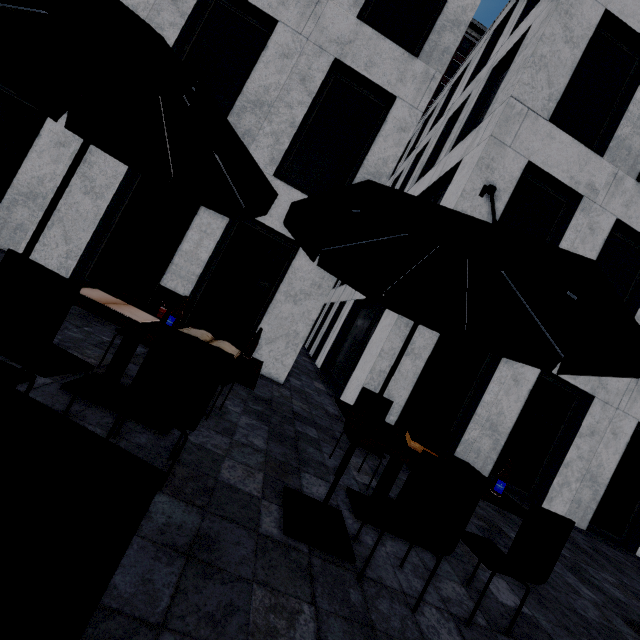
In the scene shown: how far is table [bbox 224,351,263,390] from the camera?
2.65m

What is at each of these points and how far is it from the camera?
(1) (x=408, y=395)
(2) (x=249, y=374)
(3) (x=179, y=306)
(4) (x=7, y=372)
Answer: (1) building, 7.2 meters
(2) table, 3.0 meters
(3) chair, 4.1 meters
(4) umbrella, 2.5 meters

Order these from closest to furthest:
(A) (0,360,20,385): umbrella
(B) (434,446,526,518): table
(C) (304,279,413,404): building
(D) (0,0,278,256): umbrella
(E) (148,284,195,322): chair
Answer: (D) (0,0,278,256): umbrella → (A) (0,360,20,385): umbrella → (B) (434,446,526,518): table → (E) (148,284,195,322): chair → (C) (304,279,413,404): building

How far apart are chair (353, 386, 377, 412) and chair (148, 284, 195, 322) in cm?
250

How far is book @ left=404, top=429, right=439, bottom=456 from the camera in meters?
3.3

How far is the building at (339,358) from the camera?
7.1m

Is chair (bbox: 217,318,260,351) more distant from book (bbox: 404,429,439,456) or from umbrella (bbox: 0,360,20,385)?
book (bbox: 404,429,439,456)

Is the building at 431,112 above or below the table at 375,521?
above
